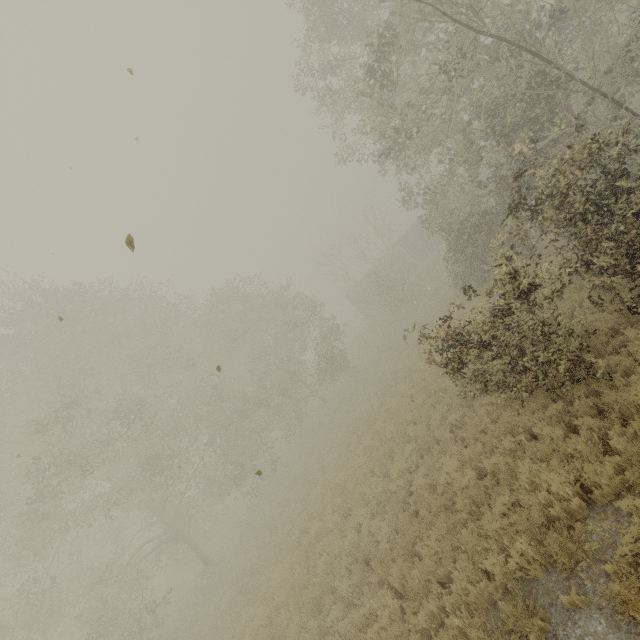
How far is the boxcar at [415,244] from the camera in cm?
3669

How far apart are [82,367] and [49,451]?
3.84m

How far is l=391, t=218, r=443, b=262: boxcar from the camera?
36.7 meters

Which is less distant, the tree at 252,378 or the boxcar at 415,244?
the tree at 252,378

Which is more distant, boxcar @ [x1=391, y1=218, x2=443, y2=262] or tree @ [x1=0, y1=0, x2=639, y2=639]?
boxcar @ [x1=391, y1=218, x2=443, y2=262]
